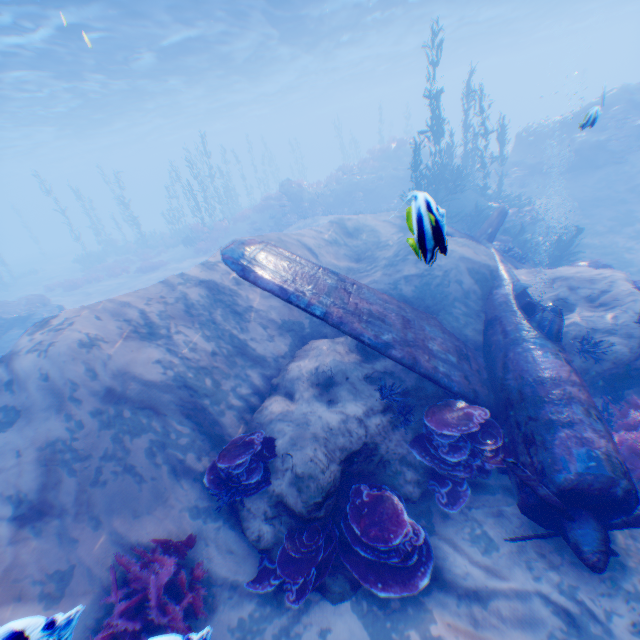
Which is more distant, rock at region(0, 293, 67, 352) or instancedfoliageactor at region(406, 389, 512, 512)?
rock at region(0, 293, 67, 352)

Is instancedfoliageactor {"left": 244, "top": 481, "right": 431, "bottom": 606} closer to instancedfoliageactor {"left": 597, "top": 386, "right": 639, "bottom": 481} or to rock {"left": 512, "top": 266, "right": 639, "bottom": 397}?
rock {"left": 512, "top": 266, "right": 639, "bottom": 397}

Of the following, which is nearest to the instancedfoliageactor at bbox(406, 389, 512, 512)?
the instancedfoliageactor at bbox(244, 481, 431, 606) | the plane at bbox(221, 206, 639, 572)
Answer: the plane at bbox(221, 206, 639, 572)

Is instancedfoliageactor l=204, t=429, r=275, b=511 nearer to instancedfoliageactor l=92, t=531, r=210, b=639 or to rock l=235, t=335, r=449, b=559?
rock l=235, t=335, r=449, b=559

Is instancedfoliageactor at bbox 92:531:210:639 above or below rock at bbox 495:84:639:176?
below

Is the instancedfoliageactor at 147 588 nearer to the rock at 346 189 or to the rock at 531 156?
the rock at 531 156

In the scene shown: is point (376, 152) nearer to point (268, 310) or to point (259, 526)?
point (268, 310)

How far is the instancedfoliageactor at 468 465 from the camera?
5.4 meters
